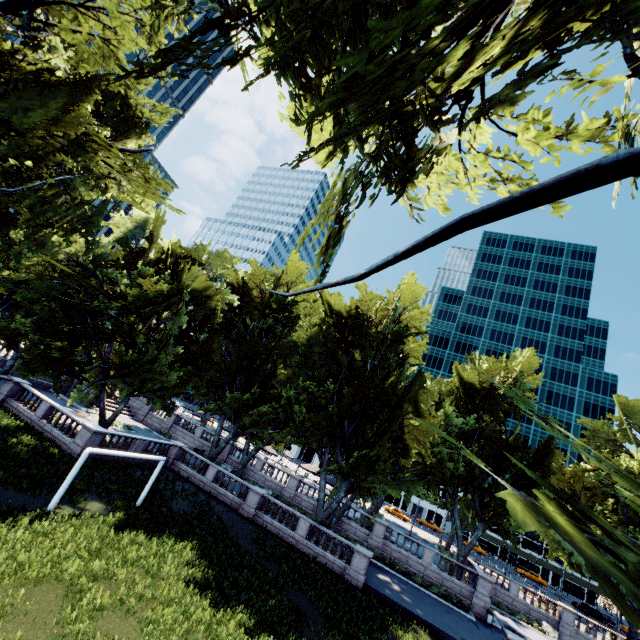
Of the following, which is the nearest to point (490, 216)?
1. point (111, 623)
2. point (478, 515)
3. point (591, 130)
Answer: point (591, 130)
